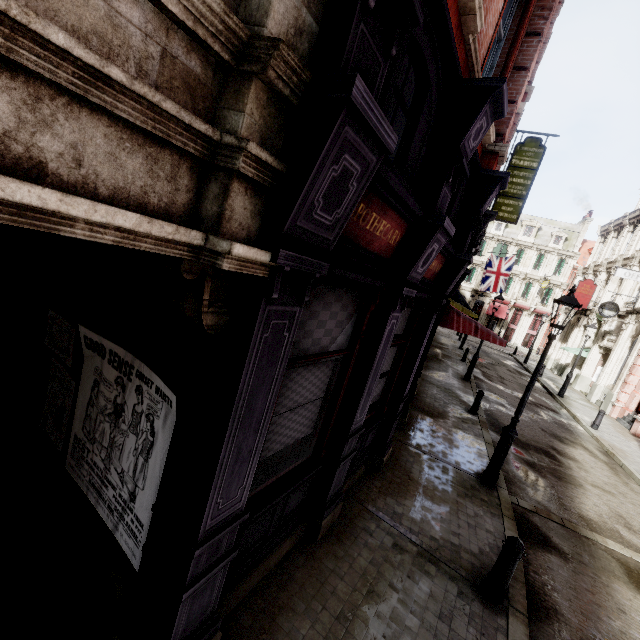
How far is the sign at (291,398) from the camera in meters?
3.2

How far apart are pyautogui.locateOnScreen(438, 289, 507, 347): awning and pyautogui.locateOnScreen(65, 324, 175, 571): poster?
7.70m

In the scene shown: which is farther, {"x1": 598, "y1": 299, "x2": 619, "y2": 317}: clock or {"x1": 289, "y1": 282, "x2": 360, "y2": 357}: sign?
{"x1": 598, "y1": 299, "x2": 619, "y2": 317}: clock

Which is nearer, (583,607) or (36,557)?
(36,557)

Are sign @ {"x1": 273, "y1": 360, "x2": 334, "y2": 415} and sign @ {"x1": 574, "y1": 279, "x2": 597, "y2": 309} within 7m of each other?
no

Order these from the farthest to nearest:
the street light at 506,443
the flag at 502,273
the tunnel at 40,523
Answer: the flag at 502,273 → the street light at 506,443 → the tunnel at 40,523

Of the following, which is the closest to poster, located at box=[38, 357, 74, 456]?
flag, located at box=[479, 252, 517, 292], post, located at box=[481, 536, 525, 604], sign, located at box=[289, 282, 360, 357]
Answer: sign, located at box=[289, 282, 360, 357]

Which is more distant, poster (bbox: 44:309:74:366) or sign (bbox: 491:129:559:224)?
sign (bbox: 491:129:559:224)
